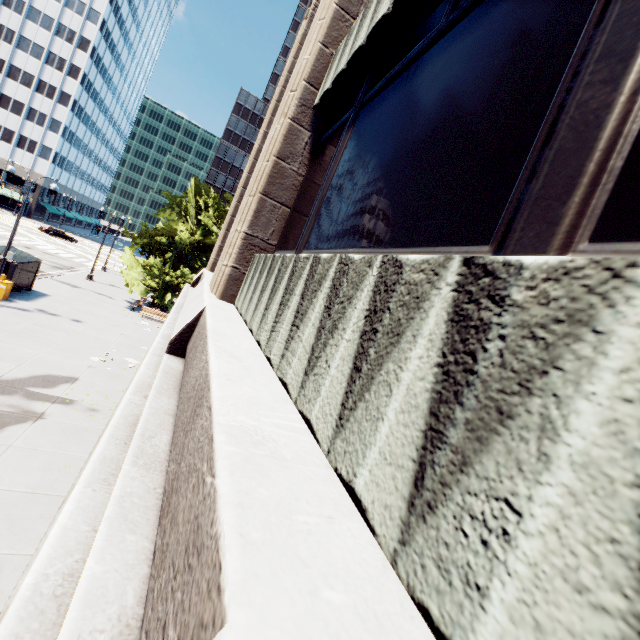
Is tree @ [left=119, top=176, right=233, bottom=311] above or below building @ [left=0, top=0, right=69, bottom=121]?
below

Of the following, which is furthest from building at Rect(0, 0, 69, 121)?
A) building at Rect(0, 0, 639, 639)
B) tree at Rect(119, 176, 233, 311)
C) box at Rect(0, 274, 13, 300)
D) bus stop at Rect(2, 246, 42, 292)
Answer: building at Rect(0, 0, 639, 639)

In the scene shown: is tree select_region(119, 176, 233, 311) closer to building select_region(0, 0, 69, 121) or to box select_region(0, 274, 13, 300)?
building select_region(0, 0, 69, 121)

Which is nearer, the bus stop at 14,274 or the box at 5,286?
the box at 5,286

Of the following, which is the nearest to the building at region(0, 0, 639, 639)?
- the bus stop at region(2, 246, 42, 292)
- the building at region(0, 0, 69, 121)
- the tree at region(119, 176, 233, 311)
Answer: the tree at region(119, 176, 233, 311)

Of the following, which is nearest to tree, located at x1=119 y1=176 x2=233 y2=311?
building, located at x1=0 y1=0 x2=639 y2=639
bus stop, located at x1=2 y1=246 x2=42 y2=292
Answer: bus stop, located at x1=2 y1=246 x2=42 y2=292

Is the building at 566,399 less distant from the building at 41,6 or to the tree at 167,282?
the tree at 167,282

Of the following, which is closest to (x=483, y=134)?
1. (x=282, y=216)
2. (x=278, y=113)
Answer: (x=282, y=216)
